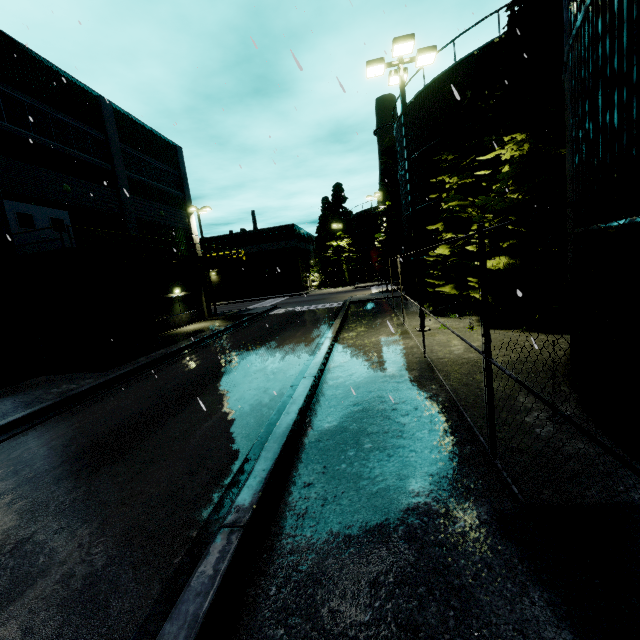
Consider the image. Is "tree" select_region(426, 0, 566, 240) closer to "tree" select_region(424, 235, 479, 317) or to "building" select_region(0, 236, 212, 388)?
"tree" select_region(424, 235, 479, 317)

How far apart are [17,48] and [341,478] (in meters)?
23.14

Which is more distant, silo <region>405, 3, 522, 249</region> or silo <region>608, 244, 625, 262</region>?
silo <region>405, 3, 522, 249</region>

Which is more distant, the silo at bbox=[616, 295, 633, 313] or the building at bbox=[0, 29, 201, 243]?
the building at bbox=[0, 29, 201, 243]

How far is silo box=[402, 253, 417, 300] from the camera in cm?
2231

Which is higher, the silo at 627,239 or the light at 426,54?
the light at 426,54

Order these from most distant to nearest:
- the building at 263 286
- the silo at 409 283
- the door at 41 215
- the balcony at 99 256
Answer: the building at 263 286, the silo at 409 283, the door at 41 215, the balcony at 99 256
